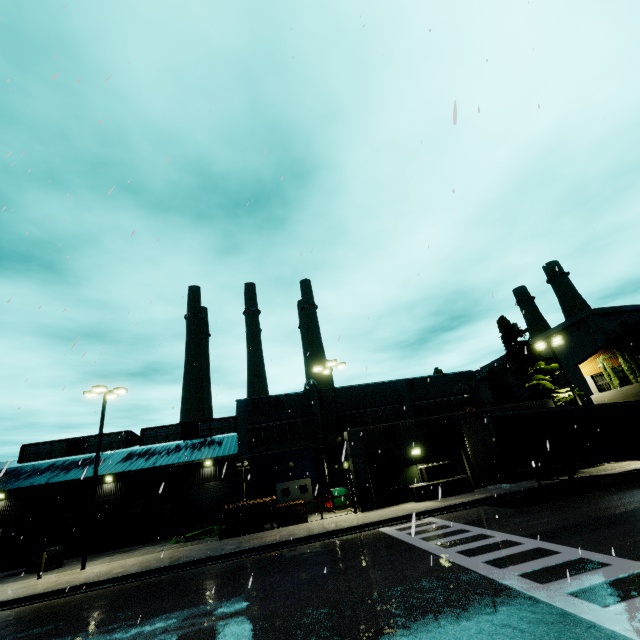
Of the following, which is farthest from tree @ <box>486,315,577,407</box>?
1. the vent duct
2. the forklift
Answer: the forklift

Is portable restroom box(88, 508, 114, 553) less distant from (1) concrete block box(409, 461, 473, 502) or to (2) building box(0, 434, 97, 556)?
(2) building box(0, 434, 97, 556)

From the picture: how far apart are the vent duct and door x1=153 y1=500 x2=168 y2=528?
16.27m

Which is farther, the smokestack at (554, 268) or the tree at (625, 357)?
the smokestack at (554, 268)

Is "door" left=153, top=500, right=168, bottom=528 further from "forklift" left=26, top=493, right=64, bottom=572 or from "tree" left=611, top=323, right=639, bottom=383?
"tree" left=611, top=323, right=639, bottom=383

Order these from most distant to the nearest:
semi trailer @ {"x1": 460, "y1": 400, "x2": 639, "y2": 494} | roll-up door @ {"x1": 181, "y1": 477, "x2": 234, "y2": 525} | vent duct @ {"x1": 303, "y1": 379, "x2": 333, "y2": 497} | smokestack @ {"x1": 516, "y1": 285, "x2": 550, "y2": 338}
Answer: smokestack @ {"x1": 516, "y1": 285, "x2": 550, "y2": 338}
roll-up door @ {"x1": 181, "y1": 477, "x2": 234, "y2": 525}
vent duct @ {"x1": 303, "y1": 379, "x2": 333, "y2": 497}
semi trailer @ {"x1": 460, "y1": 400, "x2": 639, "y2": 494}

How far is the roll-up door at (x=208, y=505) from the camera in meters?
31.9 m

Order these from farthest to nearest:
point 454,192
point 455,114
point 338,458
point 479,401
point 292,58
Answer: point 479,401, point 338,458, point 292,58, point 454,192, point 455,114
